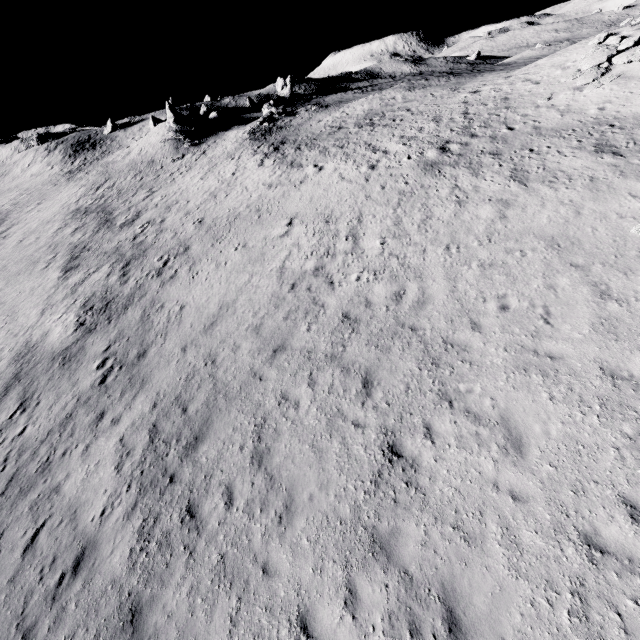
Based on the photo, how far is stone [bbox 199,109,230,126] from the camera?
52.7m

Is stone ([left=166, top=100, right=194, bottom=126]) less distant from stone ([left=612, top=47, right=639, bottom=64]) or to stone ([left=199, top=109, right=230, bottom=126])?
stone ([left=199, top=109, right=230, bottom=126])

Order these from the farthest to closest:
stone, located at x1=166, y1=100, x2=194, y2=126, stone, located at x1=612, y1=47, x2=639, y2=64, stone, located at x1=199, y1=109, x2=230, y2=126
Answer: stone, located at x1=199, y1=109, x2=230, y2=126 → stone, located at x1=166, y1=100, x2=194, y2=126 → stone, located at x1=612, y1=47, x2=639, y2=64

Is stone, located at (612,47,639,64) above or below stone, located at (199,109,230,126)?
below

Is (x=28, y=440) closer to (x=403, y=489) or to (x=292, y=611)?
(x=292, y=611)

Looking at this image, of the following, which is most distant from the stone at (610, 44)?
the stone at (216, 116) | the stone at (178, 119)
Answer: the stone at (216, 116)

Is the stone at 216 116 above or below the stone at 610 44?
above

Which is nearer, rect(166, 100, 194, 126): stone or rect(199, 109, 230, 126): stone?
rect(166, 100, 194, 126): stone
